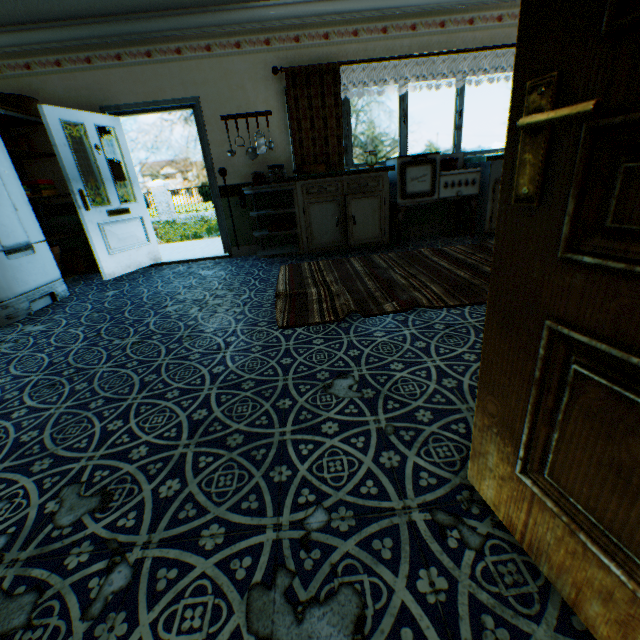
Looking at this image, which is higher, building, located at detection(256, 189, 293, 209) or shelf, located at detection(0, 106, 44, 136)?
shelf, located at detection(0, 106, 44, 136)

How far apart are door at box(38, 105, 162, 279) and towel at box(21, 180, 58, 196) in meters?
0.8 m

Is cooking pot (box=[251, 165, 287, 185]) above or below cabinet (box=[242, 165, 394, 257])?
above

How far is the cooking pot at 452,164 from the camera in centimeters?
473cm

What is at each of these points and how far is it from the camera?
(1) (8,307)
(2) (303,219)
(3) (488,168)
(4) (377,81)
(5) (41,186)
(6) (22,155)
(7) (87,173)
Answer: (1) refrigerator, 3.4 meters
(2) cabinet, 4.6 meters
(3) cabinet, 4.6 meters
(4) building, 4.7 meters
(5) towel, 4.4 meters
(6) shelf, 4.4 meters
(7) building, 4.8 meters

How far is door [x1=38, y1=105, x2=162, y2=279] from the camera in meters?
4.0

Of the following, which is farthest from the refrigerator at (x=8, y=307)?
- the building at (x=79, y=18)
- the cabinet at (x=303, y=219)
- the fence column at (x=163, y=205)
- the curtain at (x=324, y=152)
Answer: the fence column at (x=163, y=205)

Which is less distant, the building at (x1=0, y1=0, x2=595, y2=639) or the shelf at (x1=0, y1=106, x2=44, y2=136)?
the building at (x1=0, y1=0, x2=595, y2=639)
